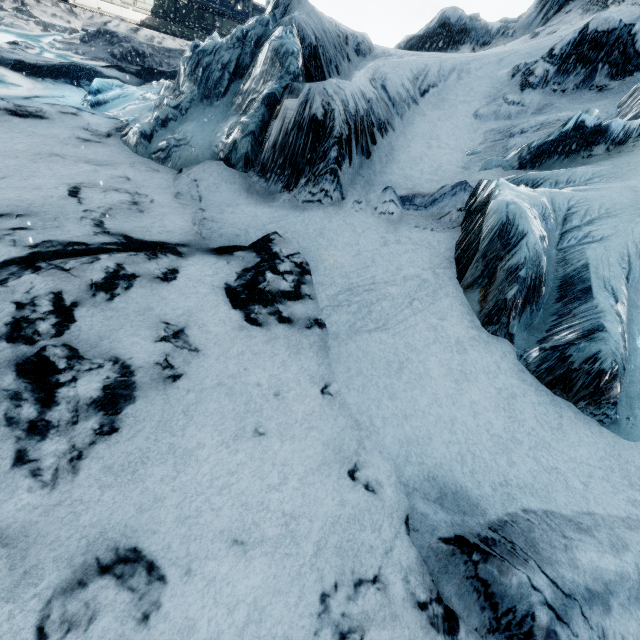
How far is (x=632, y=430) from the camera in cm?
439
